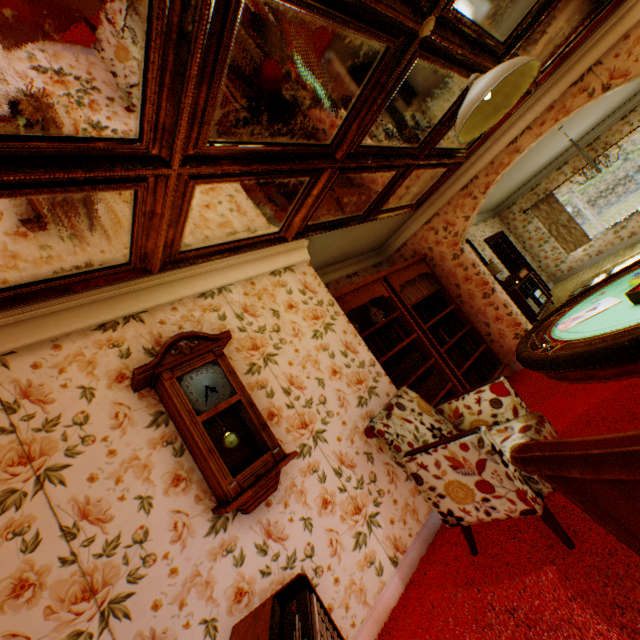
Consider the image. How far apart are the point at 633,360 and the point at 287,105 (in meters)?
2.17

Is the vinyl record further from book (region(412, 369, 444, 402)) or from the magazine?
the magazine

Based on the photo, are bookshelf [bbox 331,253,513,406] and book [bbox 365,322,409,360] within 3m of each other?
yes

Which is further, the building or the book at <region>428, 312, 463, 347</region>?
the book at <region>428, 312, 463, 347</region>

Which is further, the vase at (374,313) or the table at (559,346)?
the vase at (374,313)

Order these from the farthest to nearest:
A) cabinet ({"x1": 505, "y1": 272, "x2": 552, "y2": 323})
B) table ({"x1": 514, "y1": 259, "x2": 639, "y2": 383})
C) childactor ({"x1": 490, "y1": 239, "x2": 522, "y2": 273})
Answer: childactor ({"x1": 490, "y1": 239, "x2": 522, "y2": 273}) → cabinet ({"x1": 505, "y1": 272, "x2": 552, "y2": 323}) → table ({"x1": 514, "y1": 259, "x2": 639, "y2": 383})

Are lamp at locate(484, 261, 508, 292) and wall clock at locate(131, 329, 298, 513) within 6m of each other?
no

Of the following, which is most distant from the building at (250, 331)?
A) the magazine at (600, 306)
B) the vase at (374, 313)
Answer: the magazine at (600, 306)
